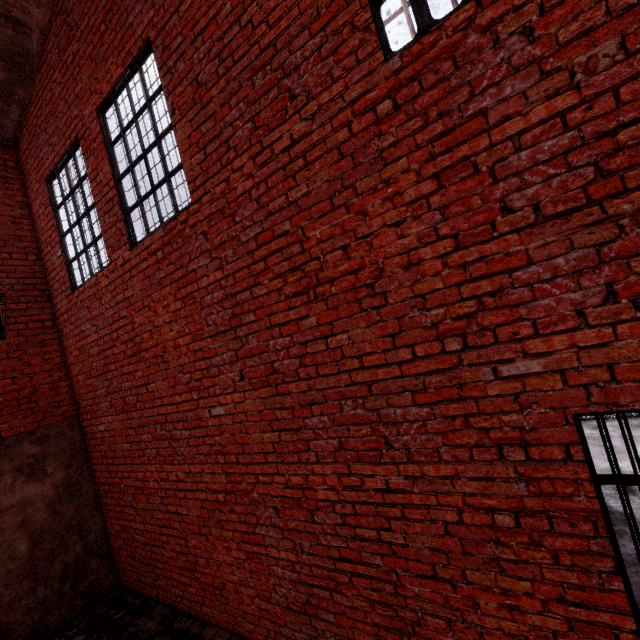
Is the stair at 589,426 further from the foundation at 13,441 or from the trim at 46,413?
the trim at 46,413

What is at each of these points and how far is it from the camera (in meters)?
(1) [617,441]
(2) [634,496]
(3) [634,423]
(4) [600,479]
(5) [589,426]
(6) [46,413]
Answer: (1) stair, 5.76
(2) stair, 4.37
(3) stair, 6.20
(4) metal bar, 1.96
(5) stair, 6.55
(6) trim, 5.32

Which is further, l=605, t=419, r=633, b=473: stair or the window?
l=605, t=419, r=633, b=473: stair

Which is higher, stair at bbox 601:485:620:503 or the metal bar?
the metal bar

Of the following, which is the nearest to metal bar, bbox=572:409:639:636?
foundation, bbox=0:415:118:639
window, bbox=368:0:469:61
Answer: window, bbox=368:0:469:61

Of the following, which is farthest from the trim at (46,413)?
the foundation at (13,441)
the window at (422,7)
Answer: the window at (422,7)

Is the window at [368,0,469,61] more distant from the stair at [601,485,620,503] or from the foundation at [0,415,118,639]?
the foundation at [0,415,118,639]

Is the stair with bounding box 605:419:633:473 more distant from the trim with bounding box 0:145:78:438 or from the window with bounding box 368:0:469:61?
the trim with bounding box 0:145:78:438
